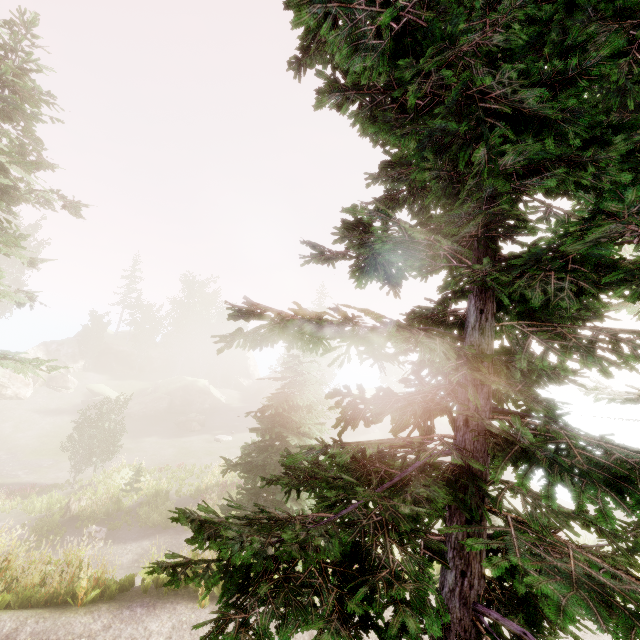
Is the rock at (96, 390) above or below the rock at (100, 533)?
above

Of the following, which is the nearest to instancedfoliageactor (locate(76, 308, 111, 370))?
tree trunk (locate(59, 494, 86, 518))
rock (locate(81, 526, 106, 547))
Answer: rock (locate(81, 526, 106, 547))

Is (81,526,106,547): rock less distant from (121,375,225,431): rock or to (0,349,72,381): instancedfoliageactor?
(0,349,72,381): instancedfoliageactor

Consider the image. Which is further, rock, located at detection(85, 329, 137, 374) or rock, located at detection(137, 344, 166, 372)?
rock, located at detection(137, 344, 166, 372)

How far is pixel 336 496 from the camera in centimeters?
307cm

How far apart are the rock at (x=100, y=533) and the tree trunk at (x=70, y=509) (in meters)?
2.64

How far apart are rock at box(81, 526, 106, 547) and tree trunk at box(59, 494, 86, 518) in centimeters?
264cm
